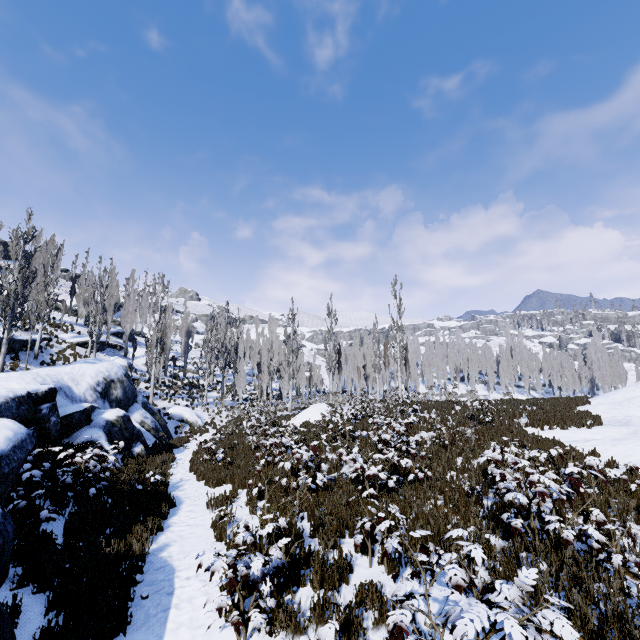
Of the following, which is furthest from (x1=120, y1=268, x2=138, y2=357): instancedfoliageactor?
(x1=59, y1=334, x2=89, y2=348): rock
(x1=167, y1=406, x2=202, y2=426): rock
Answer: (x1=167, y1=406, x2=202, y2=426): rock

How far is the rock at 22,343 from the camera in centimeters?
2239cm

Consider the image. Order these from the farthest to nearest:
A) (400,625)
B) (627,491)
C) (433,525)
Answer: (627,491) < (433,525) < (400,625)

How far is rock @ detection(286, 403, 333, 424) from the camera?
20.2m

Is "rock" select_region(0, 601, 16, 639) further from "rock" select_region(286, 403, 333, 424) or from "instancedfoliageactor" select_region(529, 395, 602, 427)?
"rock" select_region(286, 403, 333, 424)

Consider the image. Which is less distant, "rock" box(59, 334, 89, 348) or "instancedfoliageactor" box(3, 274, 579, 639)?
"instancedfoliageactor" box(3, 274, 579, 639)

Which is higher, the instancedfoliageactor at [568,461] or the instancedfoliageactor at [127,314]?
the instancedfoliageactor at [127,314]

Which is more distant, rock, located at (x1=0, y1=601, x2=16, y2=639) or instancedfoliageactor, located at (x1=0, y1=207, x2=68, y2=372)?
instancedfoliageactor, located at (x1=0, y1=207, x2=68, y2=372)
